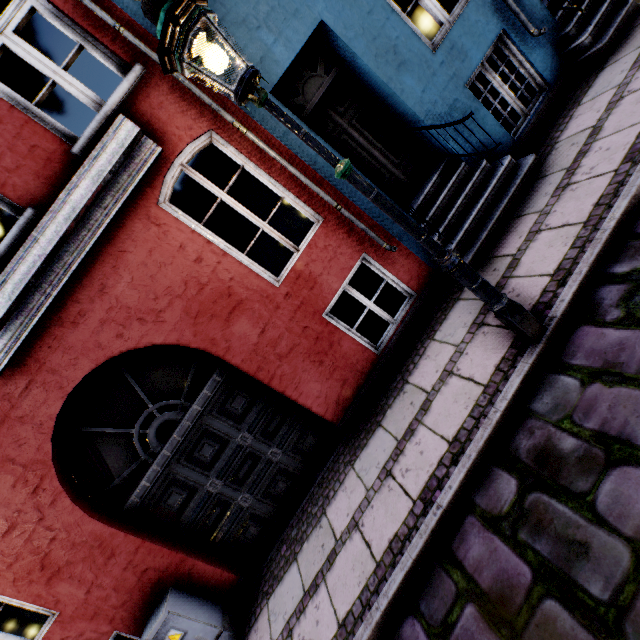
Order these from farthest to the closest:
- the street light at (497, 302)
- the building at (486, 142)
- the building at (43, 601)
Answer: the building at (486, 142) < the building at (43, 601) < the street light at (497, 302)

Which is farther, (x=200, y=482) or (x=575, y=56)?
(x=575, y=56)

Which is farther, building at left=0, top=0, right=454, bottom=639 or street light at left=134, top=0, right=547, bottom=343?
building at left=0, top=0, right=454, bottom=639

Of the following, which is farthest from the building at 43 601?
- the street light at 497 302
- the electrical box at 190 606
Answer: the street light at 497 302

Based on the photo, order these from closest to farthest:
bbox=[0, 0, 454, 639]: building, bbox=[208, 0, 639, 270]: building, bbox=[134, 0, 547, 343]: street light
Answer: bbox=[134, 0, 547, 343]: street light
bbox=[0, 0, 454, 639]: building
bbox=[208, 0, 639, 270]: building

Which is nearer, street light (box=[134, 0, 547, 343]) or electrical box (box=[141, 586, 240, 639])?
street light (box=[134, 0, 547, 343])

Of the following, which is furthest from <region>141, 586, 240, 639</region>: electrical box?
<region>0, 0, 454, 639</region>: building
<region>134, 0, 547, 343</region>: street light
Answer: <region>134, 0, 547, 343</region>: street light
